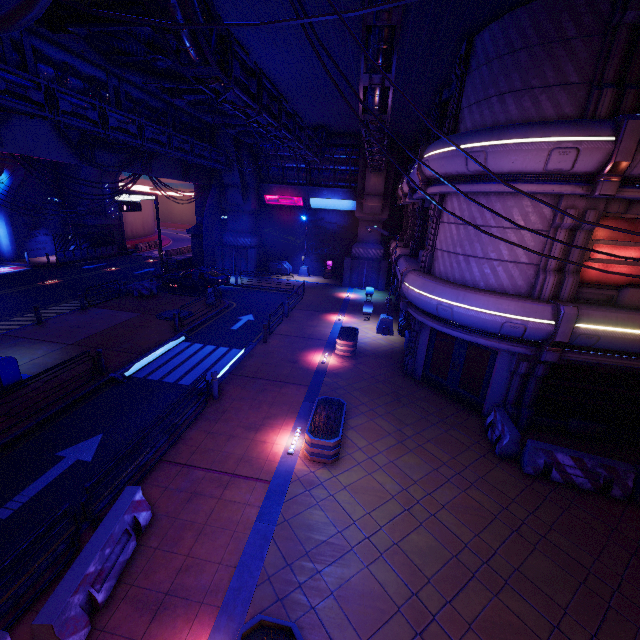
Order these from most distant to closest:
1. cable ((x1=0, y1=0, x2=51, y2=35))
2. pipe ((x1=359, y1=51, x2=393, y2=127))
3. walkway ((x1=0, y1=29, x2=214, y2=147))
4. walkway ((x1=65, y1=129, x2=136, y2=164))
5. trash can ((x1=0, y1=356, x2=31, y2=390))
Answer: walkway ((x1=65, y1=129, x2=136, y2=164)) < walkway ((x1=0, y1=29, x2=214, y2=147)) < trash can ((x1=0, y1=356, x2=31, y2=390)) < pipe ((x1=359, y1=51, x2=393, y2=127)) < cable ((x1=0, y1=0, x2=51, y2=35))

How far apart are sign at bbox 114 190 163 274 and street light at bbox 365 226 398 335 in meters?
20.6 m

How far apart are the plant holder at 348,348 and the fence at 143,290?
14.8 meters

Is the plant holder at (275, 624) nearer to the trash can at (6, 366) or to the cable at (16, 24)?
the cable at (16, 24)

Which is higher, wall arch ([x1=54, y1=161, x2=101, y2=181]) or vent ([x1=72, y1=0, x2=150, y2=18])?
vent ([x1=72, y1=0, x2=150, y2=18])

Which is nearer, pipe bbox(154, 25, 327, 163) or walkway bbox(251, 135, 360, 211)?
pipe bbox(154, 25, 327, 163)

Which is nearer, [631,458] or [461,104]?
[631,458]

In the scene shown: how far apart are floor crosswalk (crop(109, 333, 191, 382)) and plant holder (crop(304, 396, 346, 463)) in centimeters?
784cm
